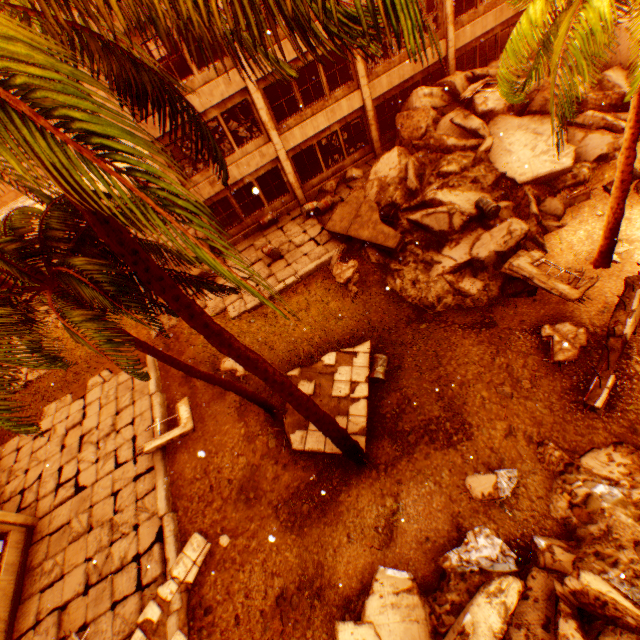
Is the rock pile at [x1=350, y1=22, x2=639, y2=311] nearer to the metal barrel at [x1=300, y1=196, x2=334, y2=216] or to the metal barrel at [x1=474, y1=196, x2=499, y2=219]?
the metal barrel at [x1=474, y1=196, x2=499, y2=219]

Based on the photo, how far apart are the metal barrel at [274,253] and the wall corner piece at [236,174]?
3.3 meters

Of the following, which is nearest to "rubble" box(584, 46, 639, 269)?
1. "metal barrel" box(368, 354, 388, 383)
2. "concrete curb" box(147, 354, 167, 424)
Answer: "concrete curb" box(147, 354, 167, 424)

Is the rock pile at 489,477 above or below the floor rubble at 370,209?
below

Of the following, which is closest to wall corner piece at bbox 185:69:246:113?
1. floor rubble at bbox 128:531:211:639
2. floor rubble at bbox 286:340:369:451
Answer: floor rubble at bbox 286:340:369:451

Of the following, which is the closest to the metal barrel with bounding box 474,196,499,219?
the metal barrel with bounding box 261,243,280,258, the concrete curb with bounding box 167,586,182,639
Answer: the metal barrel with bounding box 261,243,280,258

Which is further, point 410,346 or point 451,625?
point 410,346

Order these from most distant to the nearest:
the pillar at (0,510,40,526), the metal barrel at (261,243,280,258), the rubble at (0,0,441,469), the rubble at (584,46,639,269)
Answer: the metal barrel at (261,243,280,258), the pillar at (0,510,40,526), the rubble at (584,46,639,269), the rubble at (0,0,441,469)
